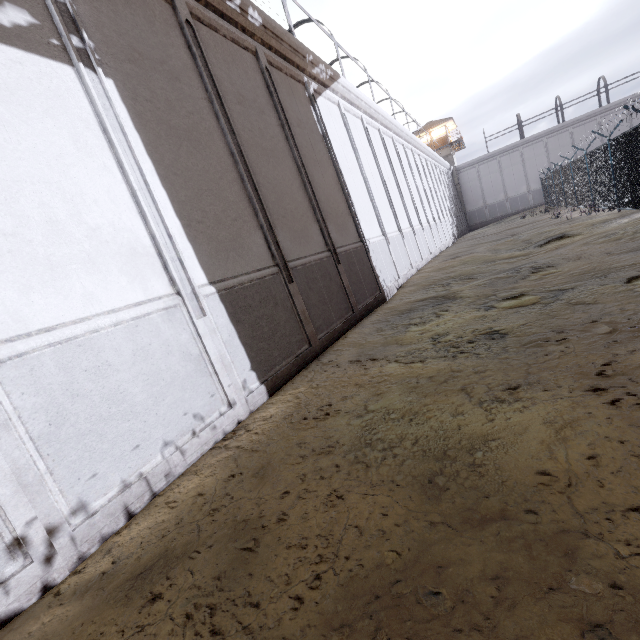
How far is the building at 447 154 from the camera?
42.9 meters

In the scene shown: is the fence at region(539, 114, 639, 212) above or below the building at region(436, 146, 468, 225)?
below

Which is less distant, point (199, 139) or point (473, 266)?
point (199, 139)

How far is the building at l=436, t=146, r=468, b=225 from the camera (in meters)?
42.91

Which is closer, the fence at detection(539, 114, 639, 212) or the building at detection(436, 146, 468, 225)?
the fence at detection(539, 114, 639, 212)

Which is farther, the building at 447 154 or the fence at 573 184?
the building at 447 154
